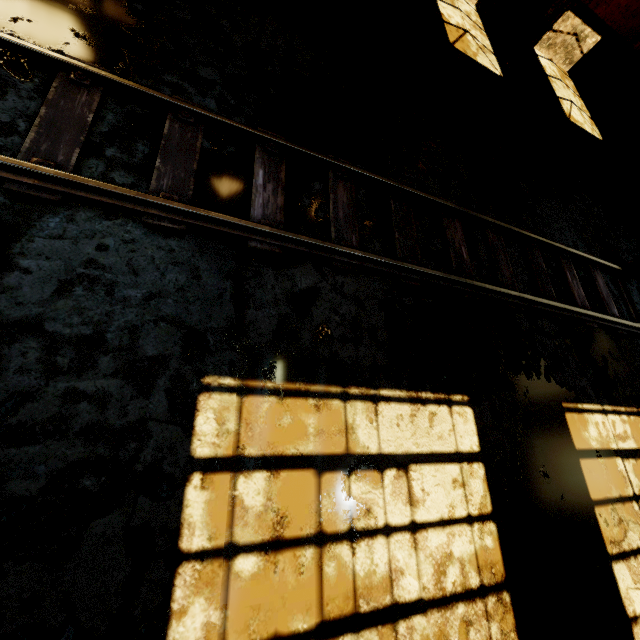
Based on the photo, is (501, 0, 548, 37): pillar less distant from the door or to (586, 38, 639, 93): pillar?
(586, 38, 639, 93): pillar

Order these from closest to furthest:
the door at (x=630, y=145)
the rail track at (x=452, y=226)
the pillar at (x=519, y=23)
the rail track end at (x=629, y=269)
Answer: the rail track at (x=452, y=226), the rail track end at (x=629, y=269), the pillar at (x=519, y=23), the door at (x=630, y=145)

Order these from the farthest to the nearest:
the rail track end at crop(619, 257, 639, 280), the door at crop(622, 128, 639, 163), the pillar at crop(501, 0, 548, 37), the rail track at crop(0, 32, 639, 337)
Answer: the door at crop(622, 128, 639, 163), the pillar at crop(501, 0, 548, 37), the rail track end at crop(619, 257, 639, 280), the rail track at crop(0, 32, 639, 337)

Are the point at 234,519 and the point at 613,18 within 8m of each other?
no

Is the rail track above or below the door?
below

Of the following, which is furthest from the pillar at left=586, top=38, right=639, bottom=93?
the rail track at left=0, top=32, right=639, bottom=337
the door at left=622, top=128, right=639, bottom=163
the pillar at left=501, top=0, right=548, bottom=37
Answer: the rail track at left=0, top=32, right=639, bottom=337

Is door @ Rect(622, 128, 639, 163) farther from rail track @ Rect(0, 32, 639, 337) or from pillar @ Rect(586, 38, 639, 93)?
rail track @ Rect(0, 32, 639, 337)

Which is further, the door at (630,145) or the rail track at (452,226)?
the door at (630,145)
